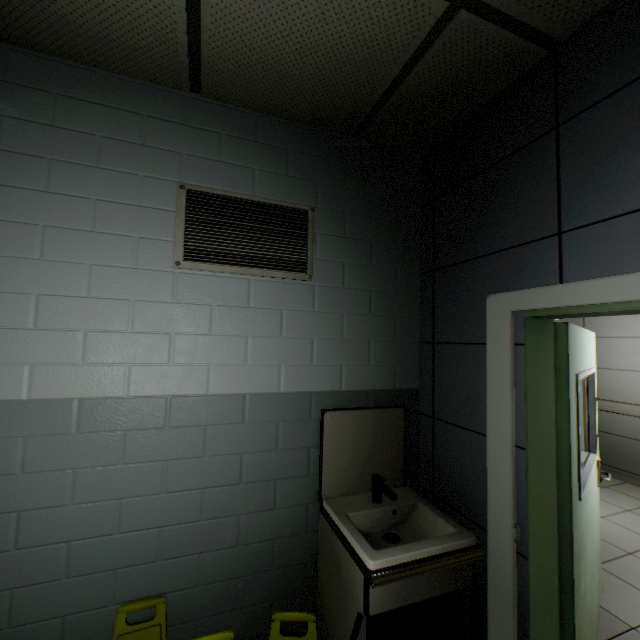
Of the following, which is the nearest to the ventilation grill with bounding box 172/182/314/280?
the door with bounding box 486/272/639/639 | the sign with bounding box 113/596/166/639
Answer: the door with bounding box 486/272/639/639

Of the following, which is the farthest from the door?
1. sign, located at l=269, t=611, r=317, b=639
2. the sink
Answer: sign, located at l=269, t=611, r=317, b=639

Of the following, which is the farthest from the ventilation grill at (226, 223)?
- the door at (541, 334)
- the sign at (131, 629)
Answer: the sign at (131, 629)

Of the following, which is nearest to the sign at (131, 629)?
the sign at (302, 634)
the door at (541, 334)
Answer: the sign at (302, 634)

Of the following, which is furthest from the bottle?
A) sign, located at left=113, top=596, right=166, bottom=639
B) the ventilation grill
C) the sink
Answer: the ventilation grill

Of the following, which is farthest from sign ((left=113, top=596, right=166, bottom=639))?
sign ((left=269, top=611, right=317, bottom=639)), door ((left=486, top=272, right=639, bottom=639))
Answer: door ((left=486, top=272, right=639, bottom=639))

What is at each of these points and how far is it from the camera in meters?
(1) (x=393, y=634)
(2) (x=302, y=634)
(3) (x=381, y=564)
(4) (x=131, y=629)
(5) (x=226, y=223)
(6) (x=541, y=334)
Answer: (1) bottle, 1.8 m
(2) sign, 1.5 m
(3) sink, 1.4 m
(4) sign, 1.5 m
(5) ventilation grill, 1.8 m
(6) door, 1.6 m

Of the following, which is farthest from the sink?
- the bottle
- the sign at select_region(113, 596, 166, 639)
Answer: the sign at select_region(113, 596, 166, 639)
